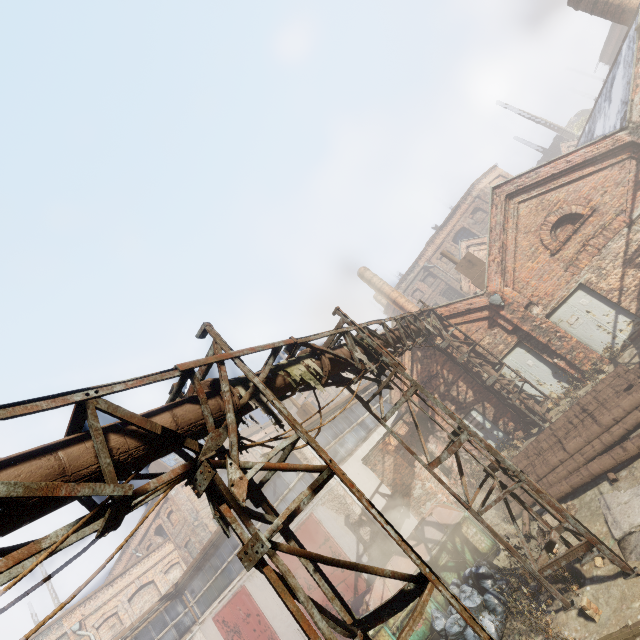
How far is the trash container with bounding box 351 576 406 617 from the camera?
8.68m

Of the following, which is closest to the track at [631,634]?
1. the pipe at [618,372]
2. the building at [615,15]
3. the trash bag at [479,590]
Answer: the trash bag at [479,590]

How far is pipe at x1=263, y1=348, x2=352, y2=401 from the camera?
4.93m

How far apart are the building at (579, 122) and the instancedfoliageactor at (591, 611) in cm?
4544

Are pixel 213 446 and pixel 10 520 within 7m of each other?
yes

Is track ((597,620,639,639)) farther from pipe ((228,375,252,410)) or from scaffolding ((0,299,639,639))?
pipe ((228,375,252,410))

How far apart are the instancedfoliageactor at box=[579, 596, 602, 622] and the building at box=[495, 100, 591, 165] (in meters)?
45.44

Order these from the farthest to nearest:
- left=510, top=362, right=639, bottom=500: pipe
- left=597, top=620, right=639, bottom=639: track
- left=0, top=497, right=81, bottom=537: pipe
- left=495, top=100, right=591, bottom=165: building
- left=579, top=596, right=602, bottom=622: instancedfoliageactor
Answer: left=495, top=100, right=591, bottom=165: building < left=510, top=362, right=639, bottom=500: pipe < left=579, top=596, right=602, bottom=622: instancedfoliageactor < left=597, top=620, right=639, bottom=639: track < left=0, top=497, right=81, bottom=537: pipe
